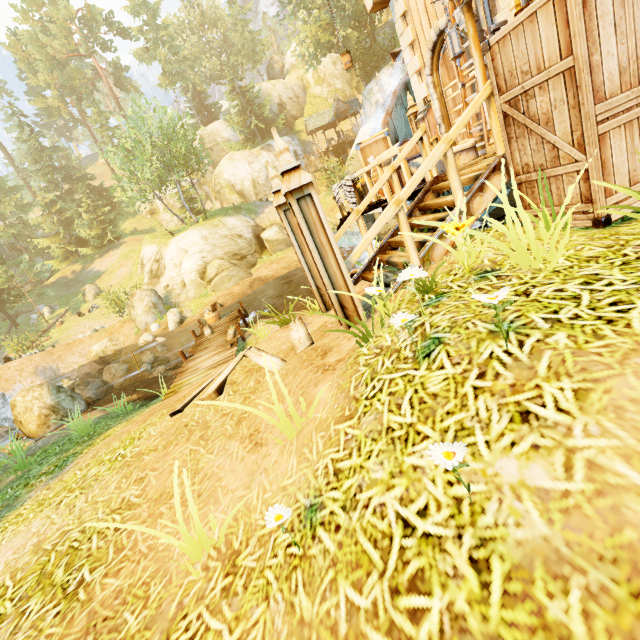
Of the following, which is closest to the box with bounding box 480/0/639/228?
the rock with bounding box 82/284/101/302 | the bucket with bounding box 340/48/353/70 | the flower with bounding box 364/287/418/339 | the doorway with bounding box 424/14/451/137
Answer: the flower with bounding box 364/287/418/339

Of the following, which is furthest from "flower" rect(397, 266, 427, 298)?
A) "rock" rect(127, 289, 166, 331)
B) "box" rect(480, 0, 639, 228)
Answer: "rock" rect(127, 289, 166, 331)

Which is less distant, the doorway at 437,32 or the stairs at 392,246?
the stairs at 392,246

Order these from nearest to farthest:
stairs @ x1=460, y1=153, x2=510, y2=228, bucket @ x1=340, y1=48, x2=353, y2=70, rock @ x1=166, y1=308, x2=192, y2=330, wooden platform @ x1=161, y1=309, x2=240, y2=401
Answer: stairs @ x1=460, y1=153, x2=510, y2=228
wooden platform @ x1=161, y1=309, x2=240, y2=401
bucket @ x1=340, y1=48, x2=353, y2=70
rock @ x1=166, y1=308, x2=192, y2=330

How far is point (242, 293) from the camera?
21.1 meters

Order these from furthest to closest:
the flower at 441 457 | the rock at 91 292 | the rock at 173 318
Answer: the rock at 91 292
the rock at 173 318
the flower at 441 457

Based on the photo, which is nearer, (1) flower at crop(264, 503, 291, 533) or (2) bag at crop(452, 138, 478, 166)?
(1) flower at crop(264, 503, 291, 533)

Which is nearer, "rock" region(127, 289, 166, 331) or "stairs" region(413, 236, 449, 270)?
"stairs" region(413, 236, 449, 270)
